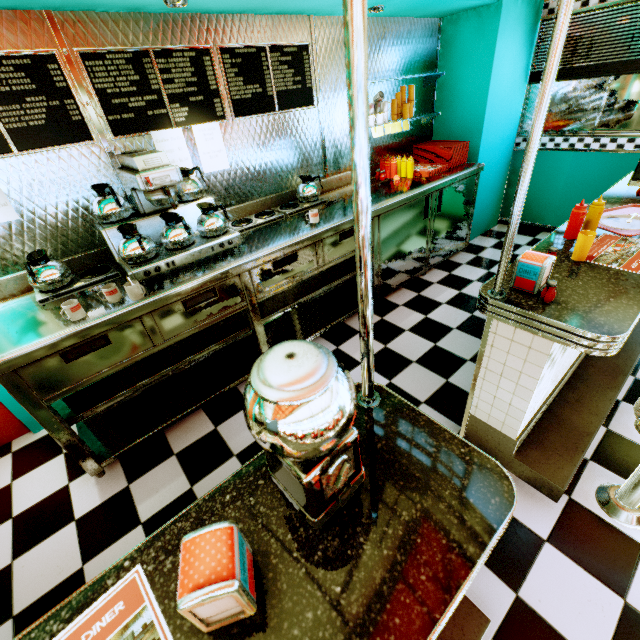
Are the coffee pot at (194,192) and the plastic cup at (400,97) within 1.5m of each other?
no

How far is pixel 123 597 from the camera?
0.77m

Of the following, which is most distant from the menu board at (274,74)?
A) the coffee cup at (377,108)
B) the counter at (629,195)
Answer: the counter at (629,195)

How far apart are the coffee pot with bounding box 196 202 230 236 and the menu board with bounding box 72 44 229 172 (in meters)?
0.42

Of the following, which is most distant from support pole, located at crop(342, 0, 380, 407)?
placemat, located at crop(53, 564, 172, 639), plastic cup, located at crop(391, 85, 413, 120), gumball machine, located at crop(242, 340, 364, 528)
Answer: plastic cup, located at crop(391, 85, 413, 120)

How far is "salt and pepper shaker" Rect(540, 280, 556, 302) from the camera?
1.47m

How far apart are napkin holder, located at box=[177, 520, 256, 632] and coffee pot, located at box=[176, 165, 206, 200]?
2.4m

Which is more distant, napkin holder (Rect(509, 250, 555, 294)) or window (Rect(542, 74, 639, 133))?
window (Rect(542, 74, 639, 133))
